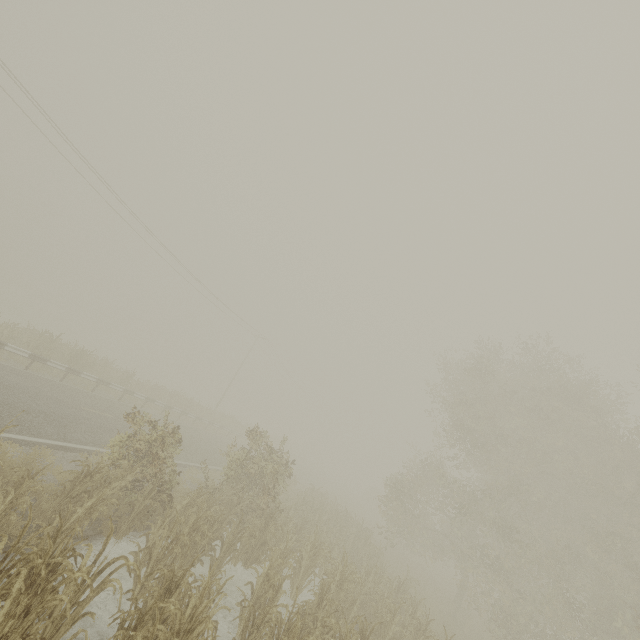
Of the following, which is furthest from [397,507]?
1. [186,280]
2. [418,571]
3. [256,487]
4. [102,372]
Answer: [186,280]
